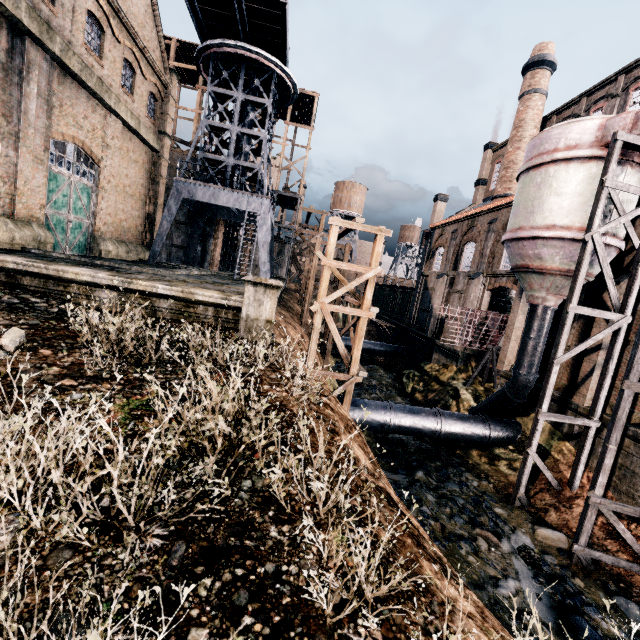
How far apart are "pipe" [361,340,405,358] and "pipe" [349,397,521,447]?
18.4m

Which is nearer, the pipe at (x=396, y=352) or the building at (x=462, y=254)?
the building at (x=462, y=254)

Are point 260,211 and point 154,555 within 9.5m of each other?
no

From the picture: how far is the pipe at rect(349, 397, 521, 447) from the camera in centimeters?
1719cm

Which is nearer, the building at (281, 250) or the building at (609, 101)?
the building at (609, 101)

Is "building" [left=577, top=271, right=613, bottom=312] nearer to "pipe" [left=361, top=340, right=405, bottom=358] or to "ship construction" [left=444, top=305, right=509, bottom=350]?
"ship construction" [left=444, top=305, right=509, bottom=350]

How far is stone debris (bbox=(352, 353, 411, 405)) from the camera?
26.3m

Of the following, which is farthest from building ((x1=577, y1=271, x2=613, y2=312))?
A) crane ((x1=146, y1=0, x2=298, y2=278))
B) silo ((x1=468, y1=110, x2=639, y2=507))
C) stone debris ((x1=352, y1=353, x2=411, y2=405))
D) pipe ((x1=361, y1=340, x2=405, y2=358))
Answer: stone debris ((x1=352, y1=353, x2=411, y2=405))
